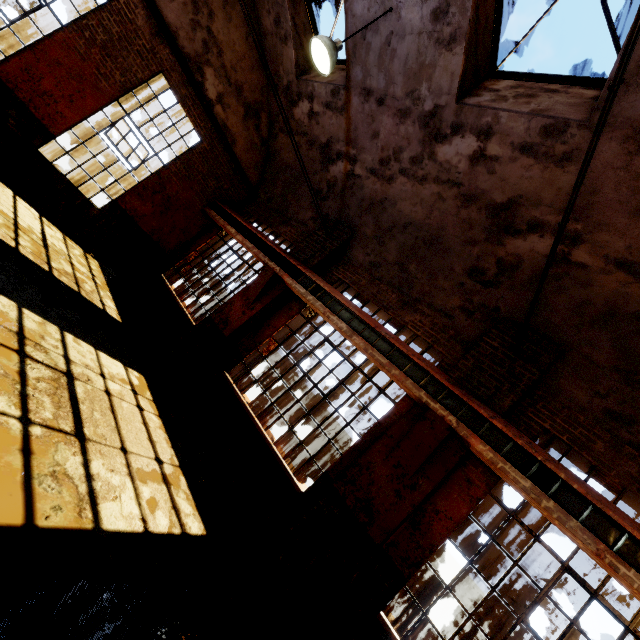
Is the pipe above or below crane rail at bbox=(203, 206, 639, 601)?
above

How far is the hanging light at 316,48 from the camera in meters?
5.1 m

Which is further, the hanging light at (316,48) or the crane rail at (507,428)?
the hanging light at (316,48)

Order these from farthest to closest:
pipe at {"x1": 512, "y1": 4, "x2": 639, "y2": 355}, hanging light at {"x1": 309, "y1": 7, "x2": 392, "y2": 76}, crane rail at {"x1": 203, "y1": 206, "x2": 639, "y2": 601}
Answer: hanging light at {"x1": 309, "y1": 7, "x2": 392, "y2": 76}
crane rail at {"x1": 203, "y1": 206, "x2": 639, "y2": 601}
pipe at {"x1": 512, "y1": 4, "x2": 639, "y2": 355}

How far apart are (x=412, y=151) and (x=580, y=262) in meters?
3.7 m

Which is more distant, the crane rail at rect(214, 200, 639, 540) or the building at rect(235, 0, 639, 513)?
the building at rect(235, 0, 639, 513)

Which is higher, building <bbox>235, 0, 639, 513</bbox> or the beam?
building <bbox>235, 0, 639, 513</bbox>

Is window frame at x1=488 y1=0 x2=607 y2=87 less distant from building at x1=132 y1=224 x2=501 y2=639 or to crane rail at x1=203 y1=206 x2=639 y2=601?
building at x1=132 y1=224 x2=501 y2=639
